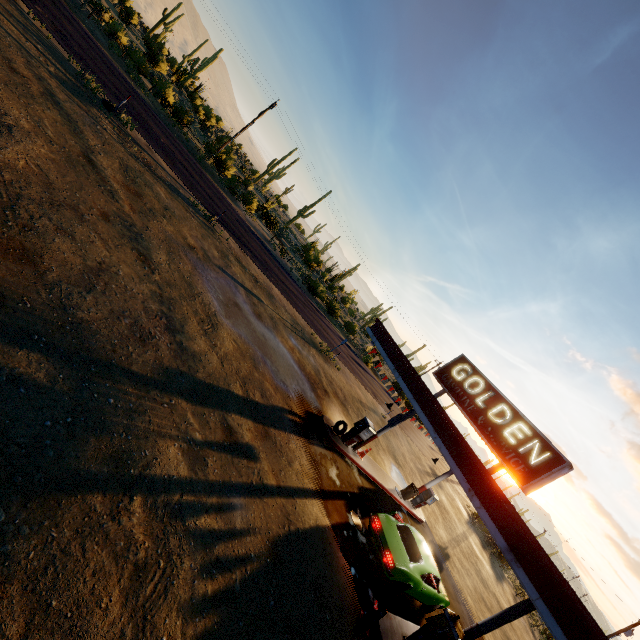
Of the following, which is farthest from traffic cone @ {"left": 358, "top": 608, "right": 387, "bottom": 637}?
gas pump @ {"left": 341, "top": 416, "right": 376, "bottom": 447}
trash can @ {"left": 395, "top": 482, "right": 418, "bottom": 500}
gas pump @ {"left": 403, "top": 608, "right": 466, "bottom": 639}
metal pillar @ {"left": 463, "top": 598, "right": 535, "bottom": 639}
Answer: trash can @ {"left": 395, "top": 482, "right": 418, "bottom": 500}

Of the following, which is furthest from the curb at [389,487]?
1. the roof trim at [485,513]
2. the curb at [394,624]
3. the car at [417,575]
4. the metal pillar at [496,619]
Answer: the metal pillar at [496,619]

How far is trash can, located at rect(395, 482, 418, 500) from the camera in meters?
17.9 m

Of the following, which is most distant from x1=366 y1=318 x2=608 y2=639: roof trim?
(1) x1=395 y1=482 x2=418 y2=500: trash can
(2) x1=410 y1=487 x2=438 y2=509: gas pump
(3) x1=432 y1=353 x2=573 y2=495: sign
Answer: (1) x1=395 y1=482 x2=418 y2=500: trash can

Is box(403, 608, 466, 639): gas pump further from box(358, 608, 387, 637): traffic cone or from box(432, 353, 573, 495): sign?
box(432, 353, 573, 495): sign

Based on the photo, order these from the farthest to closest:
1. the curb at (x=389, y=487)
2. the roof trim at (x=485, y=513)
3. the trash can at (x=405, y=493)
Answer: the trash can at (x=405, y=493) → the curb at (x=389, y=487) → the roof trim at (x=485, y=513)

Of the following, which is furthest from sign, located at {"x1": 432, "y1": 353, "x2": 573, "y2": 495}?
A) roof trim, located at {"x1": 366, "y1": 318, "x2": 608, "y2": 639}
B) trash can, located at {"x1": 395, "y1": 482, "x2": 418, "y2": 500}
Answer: trash can, located at {"x1": 395, "y1": 482, "x2": 418, "y2": 500}

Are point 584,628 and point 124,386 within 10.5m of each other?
yes
